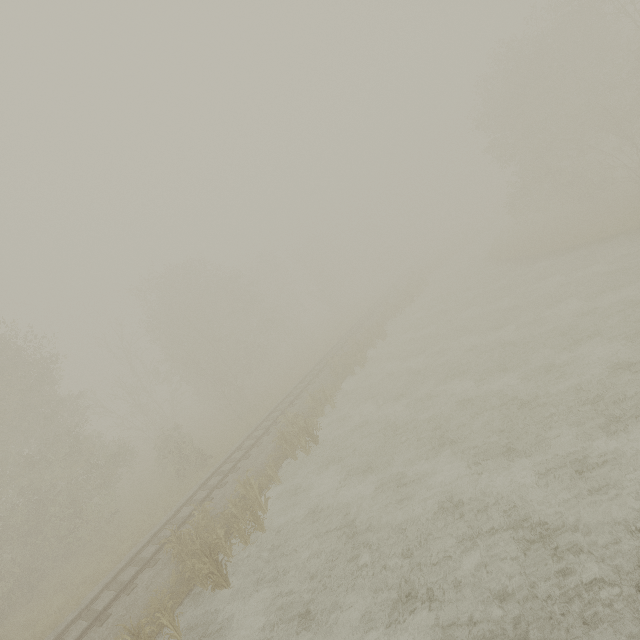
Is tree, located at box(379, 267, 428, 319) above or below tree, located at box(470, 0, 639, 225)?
below

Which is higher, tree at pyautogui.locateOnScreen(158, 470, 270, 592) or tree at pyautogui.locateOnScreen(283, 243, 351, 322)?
tree at pyautogui.locateOnScreen(283, 243, 351, 322)

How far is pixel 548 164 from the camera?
27.75m

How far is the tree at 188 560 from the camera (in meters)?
10.34

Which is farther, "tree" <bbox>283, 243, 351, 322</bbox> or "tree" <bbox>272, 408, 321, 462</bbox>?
"tree" <bbox>283, 243, 351, 322</bbox>

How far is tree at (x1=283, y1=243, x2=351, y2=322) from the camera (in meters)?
50.88

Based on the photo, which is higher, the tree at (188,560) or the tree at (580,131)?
the tree at (580,131)

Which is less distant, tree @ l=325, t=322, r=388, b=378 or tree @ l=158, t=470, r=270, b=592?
tree @ l=158, t=470, r=270, b=592
